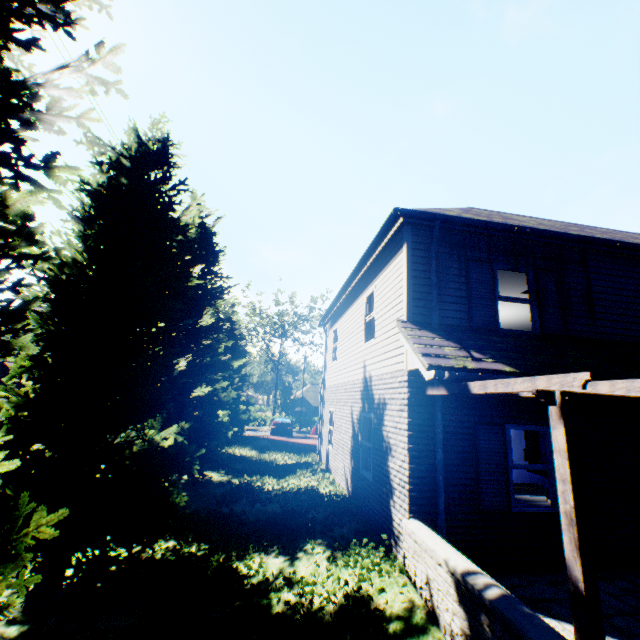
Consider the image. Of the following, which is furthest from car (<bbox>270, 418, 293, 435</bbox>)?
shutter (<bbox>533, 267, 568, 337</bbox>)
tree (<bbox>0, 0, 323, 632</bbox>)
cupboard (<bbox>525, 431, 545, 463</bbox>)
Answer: shutter (<bbox>533, 267, 568, 337</bbox>)

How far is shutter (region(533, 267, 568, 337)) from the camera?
7.16m

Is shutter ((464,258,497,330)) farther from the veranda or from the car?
the car

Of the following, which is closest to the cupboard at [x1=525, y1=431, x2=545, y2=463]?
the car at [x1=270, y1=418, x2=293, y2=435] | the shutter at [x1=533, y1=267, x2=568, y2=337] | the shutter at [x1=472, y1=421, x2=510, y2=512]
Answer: the shutter at [x1=472, y1=421, x2=510, y2=512]

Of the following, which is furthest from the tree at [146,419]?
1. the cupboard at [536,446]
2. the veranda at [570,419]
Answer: the cupboard at [536,446]

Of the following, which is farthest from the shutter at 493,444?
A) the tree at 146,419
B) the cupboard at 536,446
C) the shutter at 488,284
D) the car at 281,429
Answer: the car at 281,429

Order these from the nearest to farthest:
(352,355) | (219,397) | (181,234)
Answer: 1. (181,234)
2. (352,355)
3. (219,397)

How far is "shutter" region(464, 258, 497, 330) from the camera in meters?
6.9 m
